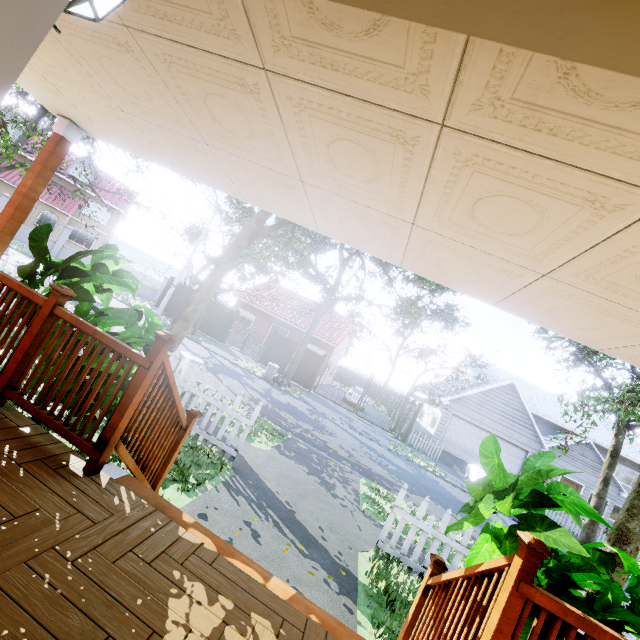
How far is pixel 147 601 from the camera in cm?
169

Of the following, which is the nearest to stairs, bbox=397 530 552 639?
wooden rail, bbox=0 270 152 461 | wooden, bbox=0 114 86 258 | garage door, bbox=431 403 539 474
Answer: wooden rail, bbox=0 270 152 461

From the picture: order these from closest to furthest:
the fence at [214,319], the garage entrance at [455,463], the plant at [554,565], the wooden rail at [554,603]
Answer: the wooden rail at [554,603] < the plant at [554,565] < the garage entrance at [455,463] < the fence at [214,319]

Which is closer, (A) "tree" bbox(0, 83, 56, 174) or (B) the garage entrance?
(A) "tree" bbox(0, 83, 56, 174)

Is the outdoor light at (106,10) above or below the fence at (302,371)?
above

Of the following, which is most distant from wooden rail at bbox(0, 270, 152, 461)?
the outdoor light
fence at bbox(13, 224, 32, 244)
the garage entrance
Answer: the garage entrance

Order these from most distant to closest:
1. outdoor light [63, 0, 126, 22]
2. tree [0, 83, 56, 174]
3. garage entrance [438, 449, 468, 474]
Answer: garage entrance [438, 449, 468, 474] → tree [0, 83, 56, 174] → outdoor light [63, 0, 126, 22]

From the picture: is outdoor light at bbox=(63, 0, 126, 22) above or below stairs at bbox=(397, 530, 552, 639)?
above
